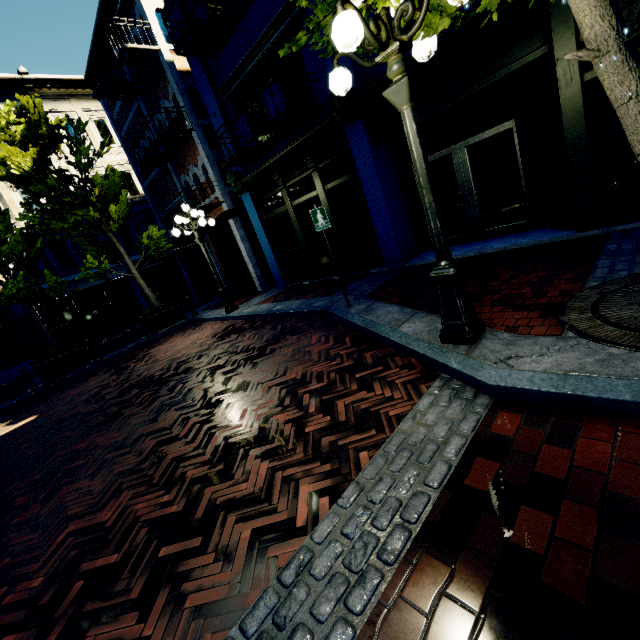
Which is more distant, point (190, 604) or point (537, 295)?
point (537, 295)

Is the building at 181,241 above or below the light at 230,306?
above

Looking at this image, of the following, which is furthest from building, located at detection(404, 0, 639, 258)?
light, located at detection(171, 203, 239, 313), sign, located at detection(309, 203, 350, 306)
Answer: sign, located at detection(309, 203, 350, 306)

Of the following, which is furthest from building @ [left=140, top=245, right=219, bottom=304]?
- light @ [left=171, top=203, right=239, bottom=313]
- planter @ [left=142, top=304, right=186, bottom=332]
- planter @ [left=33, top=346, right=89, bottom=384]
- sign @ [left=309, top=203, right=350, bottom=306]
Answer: planter @ [left=33, top=346, right=89, bottom=384]

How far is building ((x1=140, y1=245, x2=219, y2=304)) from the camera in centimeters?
1756cm

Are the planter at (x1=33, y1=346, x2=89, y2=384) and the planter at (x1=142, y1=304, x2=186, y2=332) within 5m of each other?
yes

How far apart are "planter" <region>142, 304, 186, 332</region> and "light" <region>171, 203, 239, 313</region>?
3.0 meters

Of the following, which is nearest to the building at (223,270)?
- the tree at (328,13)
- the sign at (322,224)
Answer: the tree at (328,13)
